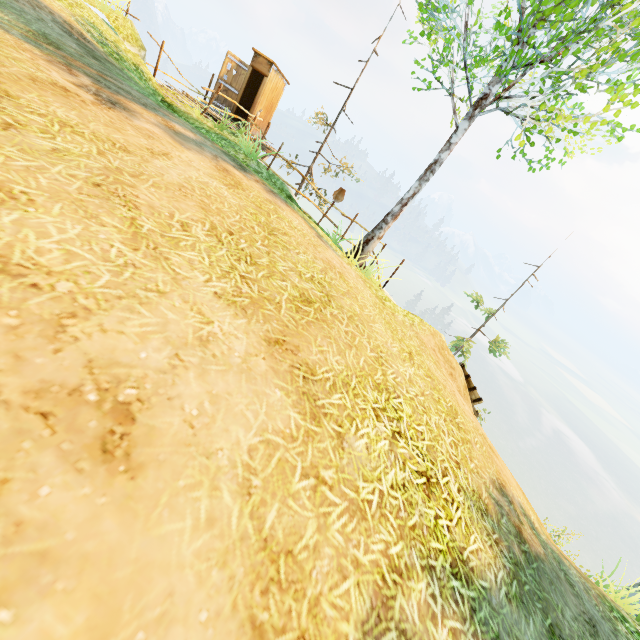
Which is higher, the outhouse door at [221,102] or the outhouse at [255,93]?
the outhouse at [255,93]

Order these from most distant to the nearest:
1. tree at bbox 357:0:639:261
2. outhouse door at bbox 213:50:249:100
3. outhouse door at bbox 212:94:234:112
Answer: outhouse door at bbox 212:94:234:112
outhouse door at bbox 213:50:249:100
tree at bbox 357:0:639:261

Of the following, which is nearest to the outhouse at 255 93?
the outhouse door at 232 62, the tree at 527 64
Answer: the outhouse door at 232 62

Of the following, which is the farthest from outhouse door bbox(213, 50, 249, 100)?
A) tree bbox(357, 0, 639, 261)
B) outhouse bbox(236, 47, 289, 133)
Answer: tree bbox(357, 0, 639, 261)

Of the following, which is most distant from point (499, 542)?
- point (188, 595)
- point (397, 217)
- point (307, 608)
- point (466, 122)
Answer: point (466, 122)

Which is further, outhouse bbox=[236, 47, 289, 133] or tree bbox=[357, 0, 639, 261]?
outhouse bbox=[236, 47, 289, 133]

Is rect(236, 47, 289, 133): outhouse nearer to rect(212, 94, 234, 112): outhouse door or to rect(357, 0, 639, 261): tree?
rect(212, 94, 234, 112): outhouse door
